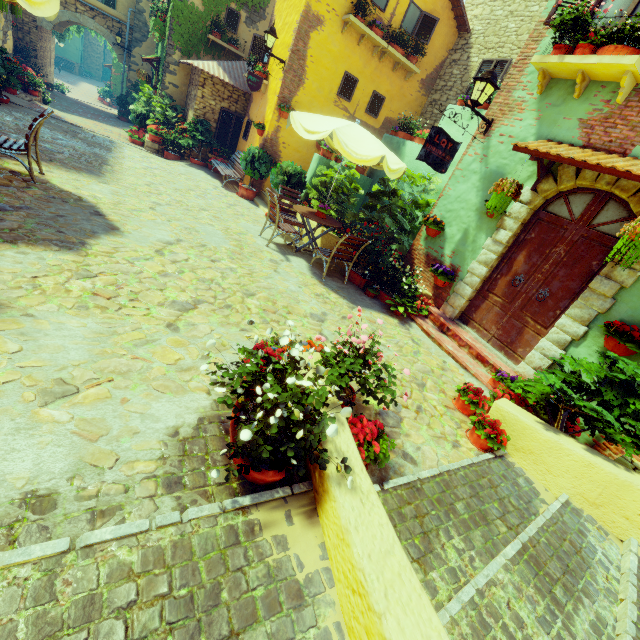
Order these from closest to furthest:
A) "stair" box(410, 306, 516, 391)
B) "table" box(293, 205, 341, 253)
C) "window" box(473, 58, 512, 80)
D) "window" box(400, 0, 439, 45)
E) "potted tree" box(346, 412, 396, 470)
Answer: "potted tree" box(346, 412, 396, 470), "stair" box(410, 306, 516, 391), "table" box(293, 205, 341, 253), "window" box(473, 58, 512, 80), "window" box(400, 0, 439, 45)

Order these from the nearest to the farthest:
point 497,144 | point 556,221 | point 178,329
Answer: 1. point 178,329
2. point 556,221
3. point 497,144

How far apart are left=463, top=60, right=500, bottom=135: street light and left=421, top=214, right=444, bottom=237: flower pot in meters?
1.6

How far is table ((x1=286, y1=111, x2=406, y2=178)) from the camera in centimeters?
562cm

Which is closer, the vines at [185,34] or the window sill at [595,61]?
the window sill at [595,61]

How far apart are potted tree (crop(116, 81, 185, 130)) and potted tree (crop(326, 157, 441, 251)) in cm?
934

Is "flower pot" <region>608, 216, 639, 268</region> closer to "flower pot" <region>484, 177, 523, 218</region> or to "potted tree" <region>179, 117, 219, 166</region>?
"flower pot" <region>484, 177, 523, 218</region>

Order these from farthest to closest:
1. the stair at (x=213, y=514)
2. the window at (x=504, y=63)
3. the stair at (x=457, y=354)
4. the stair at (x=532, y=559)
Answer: the window at (x=504, y=63)
the stair at (x=457, y=354)
the stair at (x=532, y=559)
the stair at (x=213, y=514)
